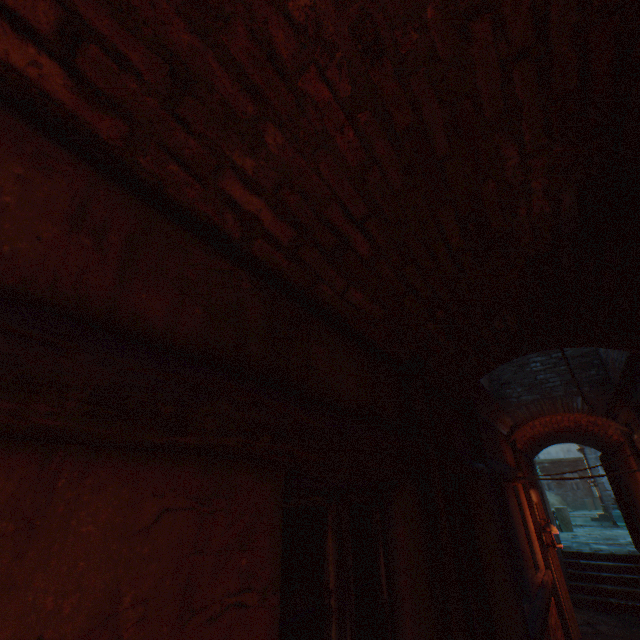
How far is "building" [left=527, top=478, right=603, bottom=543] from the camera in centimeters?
739cm

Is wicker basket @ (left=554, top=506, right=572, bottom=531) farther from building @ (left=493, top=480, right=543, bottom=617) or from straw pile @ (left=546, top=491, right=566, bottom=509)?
straw pile @ (left=546, top=491, right=566, bottom=509)

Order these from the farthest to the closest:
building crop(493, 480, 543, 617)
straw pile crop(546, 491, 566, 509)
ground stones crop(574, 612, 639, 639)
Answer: straw pile crop(546, 491, 566, 509) < ground stones crop(574, 612, 639, 639) < building crop(493, 480, 543, 617)

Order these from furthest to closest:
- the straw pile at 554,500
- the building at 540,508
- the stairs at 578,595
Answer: the straw pile at 554,500
the stairs at 578,595
the building at 540,508

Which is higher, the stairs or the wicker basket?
the wicker basket

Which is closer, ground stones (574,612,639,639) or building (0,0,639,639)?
building (0,0,639,639)

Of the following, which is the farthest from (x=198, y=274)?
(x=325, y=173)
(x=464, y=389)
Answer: (x=464, y=389)

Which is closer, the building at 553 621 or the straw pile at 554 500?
the building at 553 621
